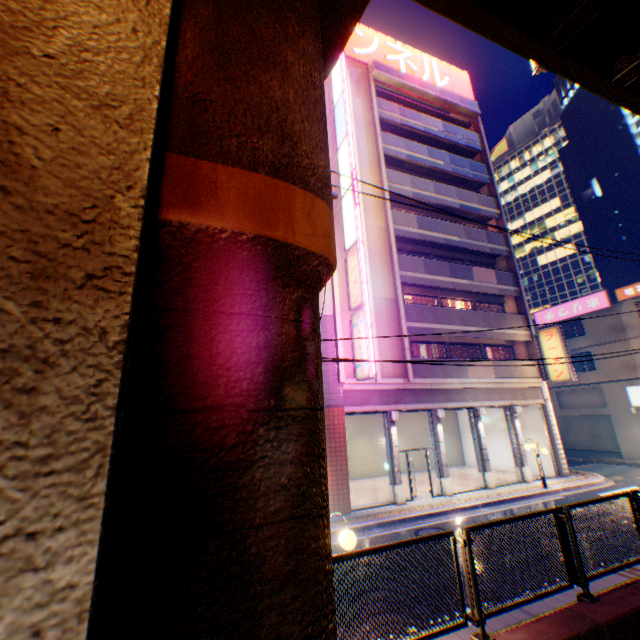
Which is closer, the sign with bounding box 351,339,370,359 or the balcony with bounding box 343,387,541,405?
the sign with bounding box 351,339,370,359

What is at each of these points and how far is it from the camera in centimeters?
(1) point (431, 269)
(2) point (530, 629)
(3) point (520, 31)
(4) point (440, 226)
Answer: (1) balcony, 1984cm
(2) concrete block, 447cm
(3) overpass support, 484cm
(4) balcony, 2133cm

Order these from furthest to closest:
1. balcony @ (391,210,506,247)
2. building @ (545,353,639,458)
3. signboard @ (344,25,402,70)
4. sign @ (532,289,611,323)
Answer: sign @ (532,289,611,323) < building @ (545,353,639,458) < signboard @ (344,25,402,70) < balcony @ (391,210,506,247)

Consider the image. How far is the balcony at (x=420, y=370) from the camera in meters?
Result: 17.4

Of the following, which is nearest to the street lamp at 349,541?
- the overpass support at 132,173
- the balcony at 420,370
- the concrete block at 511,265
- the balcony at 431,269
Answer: the overpass support at 132,173

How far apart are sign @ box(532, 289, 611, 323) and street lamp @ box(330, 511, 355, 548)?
30.7m

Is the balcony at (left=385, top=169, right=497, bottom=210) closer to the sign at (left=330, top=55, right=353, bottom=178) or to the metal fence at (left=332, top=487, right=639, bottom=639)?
the sign at (left=330, top=55, right=353, bottom=178)

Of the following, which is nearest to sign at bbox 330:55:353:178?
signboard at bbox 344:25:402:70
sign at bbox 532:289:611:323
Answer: signboard at bbox 344:25:402:70
